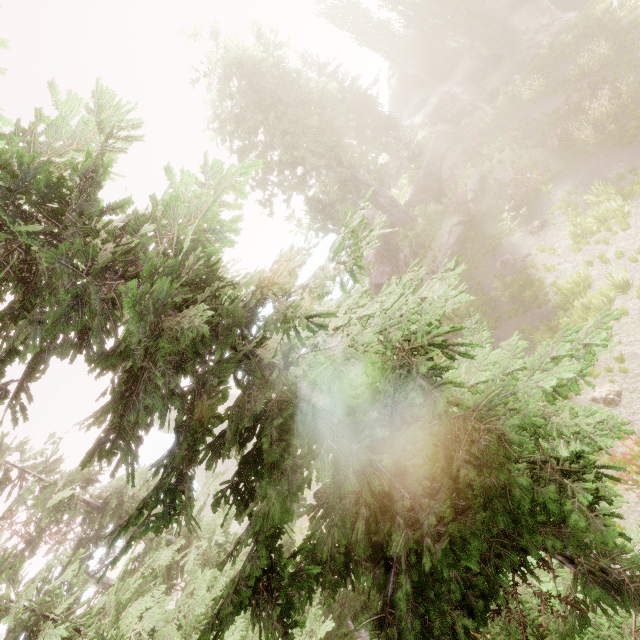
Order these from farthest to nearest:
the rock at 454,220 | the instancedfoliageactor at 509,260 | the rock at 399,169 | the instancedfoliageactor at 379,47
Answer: the instancedfoliageactor at 379,47 < the rock at 399,169 < the rock at 454,220 < the instancedfoliageactor at 509,260

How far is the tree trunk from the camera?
16.27m

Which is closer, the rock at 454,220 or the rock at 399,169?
the rock at 454,220

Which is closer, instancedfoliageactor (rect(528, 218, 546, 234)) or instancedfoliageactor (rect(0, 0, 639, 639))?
instancedfoliageactor (rect(0, 0, 639, 639))

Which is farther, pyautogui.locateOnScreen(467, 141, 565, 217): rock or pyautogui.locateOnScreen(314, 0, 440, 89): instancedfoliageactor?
pyautogui.locateOnScreen(314, 0, 440, 89): instancedfoliageactor

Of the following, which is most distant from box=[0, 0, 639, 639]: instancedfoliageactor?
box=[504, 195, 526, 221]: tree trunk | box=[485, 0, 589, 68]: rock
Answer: box=[504, 195, 526, 221]: tree trunk

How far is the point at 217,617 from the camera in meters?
2.3
